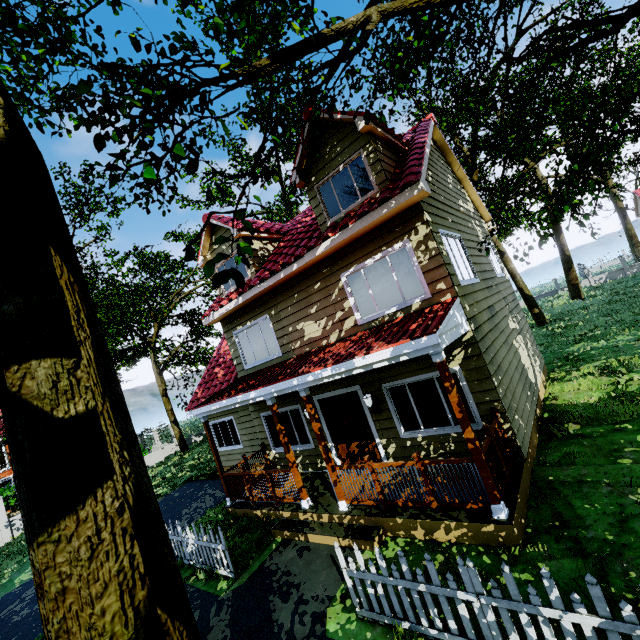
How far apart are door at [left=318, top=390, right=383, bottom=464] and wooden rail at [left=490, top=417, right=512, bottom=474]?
2.0m

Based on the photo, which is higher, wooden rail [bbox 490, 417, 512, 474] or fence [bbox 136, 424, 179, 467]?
fence [bbox 136, 424, 179, 467]

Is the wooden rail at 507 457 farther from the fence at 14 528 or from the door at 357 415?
the fence at 14 528

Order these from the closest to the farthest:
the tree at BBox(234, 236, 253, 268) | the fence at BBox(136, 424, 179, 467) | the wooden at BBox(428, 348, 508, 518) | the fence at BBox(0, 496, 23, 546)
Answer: the tree at BBox(234, 236, 253, 268), the wooden at BBox(428, 348, 508, 518), the fence at BBox(0, 496, 23, 546), the fence at BBox(136, 424, 179, 467)

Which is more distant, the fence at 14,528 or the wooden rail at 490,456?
the fence at 14,528

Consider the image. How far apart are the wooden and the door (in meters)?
3.46

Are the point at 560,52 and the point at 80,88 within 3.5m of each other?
no
